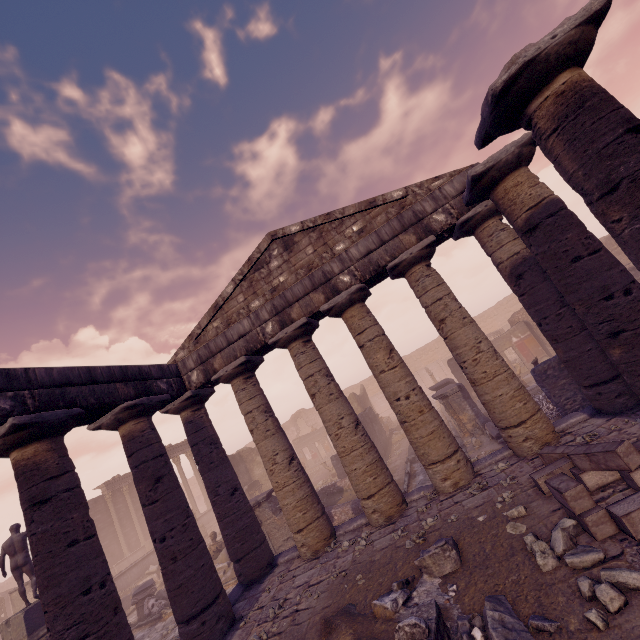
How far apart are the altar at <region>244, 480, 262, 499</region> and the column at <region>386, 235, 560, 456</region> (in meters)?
18.87

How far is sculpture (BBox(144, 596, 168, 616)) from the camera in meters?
14.0 m

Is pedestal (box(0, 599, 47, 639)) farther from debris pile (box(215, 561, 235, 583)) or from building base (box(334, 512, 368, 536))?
building base (box(334, 512, 368, 536))

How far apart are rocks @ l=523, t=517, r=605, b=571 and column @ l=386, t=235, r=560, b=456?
2.8m

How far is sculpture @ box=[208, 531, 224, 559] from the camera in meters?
14.9

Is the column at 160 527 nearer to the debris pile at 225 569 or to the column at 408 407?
the column at 408 407

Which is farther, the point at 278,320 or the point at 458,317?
the point at 278,320

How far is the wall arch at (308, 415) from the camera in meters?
43.8 m
